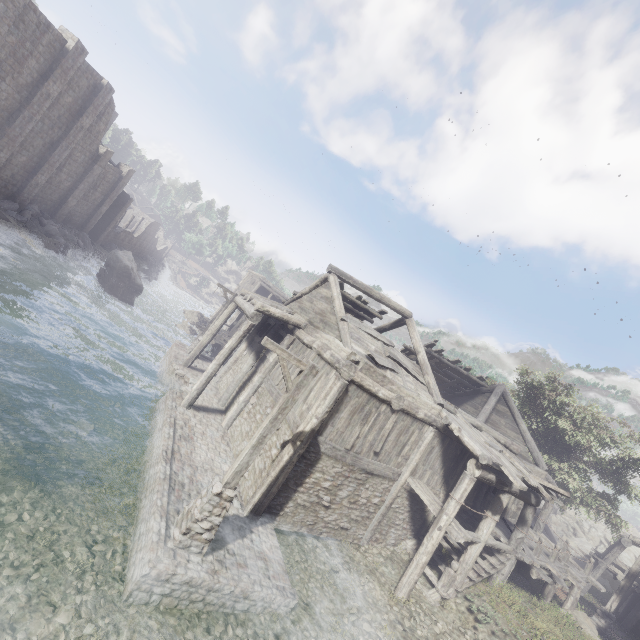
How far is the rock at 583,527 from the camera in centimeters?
3688cm

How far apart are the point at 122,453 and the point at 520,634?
14.2 meters

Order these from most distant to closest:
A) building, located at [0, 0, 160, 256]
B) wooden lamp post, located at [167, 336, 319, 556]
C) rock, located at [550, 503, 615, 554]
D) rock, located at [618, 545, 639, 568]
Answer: rock, located at [550, 503, 615, 554] < rock, located at [618, 545, 639, 568] < building, located at [0, 0, 160, 256] < wooden lamp post, located at [167, 336, 319, 556]

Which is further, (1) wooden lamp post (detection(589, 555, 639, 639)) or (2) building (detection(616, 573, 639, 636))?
(2) building (detection(616, 573, 639, 636))

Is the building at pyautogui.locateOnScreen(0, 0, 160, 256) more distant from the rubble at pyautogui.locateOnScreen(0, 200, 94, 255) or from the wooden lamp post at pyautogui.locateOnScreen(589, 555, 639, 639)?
the wooden lamp post at pyautogui.locateOnScreen(589, 555, 639, 639)

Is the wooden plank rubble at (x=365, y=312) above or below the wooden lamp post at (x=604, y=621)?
above

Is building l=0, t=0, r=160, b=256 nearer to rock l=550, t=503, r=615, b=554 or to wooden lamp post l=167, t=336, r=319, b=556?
rock l=550, t=503, r=615, b=554

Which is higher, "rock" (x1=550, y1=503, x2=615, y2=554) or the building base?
"rock" (x1=550, y1=503, x2=615, y2=554)
